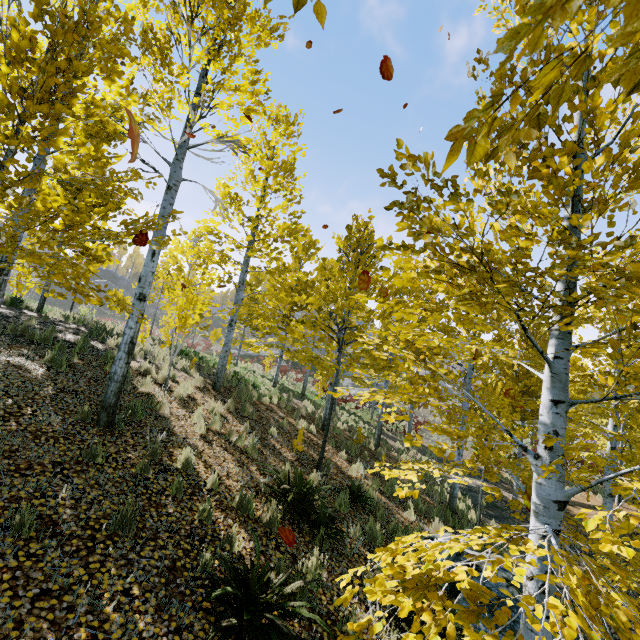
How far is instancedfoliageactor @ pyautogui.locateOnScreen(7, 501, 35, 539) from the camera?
3.01m

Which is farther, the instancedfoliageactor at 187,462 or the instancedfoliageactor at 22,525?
the instancedfoliageactor at 187,462

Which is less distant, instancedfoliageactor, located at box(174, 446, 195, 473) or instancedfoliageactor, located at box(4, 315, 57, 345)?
instancedfoliageactor, located at box(174, 446, 195, 473)

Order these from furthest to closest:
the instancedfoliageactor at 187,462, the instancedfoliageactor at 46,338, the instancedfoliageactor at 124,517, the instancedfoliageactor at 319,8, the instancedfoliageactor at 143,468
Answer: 1. the instancedfoliageactor at 46,338
2. the instancedfoliageactor at 187,462
3. the instancedfoliageactor at 143,468
4. the instancedfoliageactor at 124,517
5. the instancedfoliageactor at 319,8

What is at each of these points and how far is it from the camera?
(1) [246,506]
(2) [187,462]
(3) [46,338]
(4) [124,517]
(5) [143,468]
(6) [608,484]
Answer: (1) instancedfoliageactor, 5.1m
(2) instancedfoliageactor, 5.4m
(3) instancedfoliageactor, 8.6m
(4) instancedfoliageactor, 3.7m
(5) instancedfoliageactor, 4.8m
(6) instancedfoliageactor, 10.4m

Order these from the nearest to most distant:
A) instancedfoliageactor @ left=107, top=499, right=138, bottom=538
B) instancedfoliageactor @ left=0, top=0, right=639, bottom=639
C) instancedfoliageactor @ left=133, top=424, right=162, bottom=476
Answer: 1. instancedfoliageactor @ left=0, top=0, right=639, bottom=639
2. instancedfoliageactor @ left=107, top=499, right=138, bottom=538
3. instancedfoliageactor @ left=133, top=424, right=162, bottom=476
